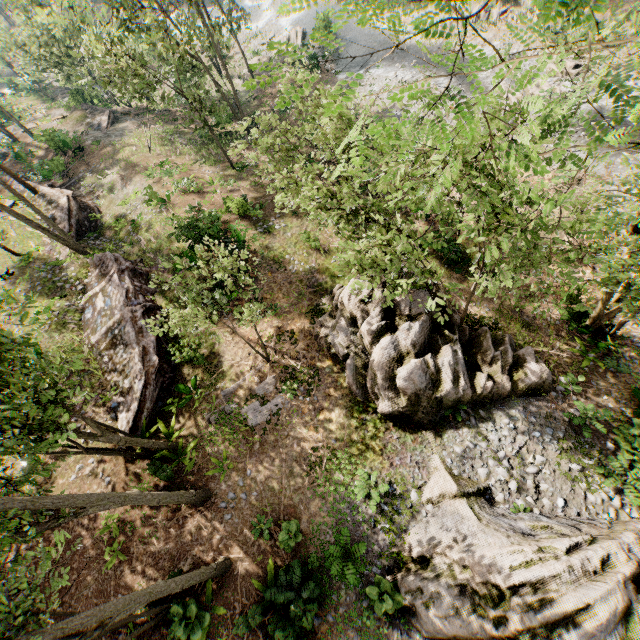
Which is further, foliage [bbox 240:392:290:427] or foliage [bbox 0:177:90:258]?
foliage [bbox 0:177:90:258]

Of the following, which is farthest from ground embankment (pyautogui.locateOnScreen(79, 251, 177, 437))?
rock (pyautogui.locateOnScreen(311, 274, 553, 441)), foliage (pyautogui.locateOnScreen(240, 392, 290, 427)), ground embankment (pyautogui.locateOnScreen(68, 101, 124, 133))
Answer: ground embankment (pyautogui.locateOnScreen(68, 101, 124, 133))

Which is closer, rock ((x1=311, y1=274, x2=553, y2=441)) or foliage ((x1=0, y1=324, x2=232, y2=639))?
foliage ((x1=0, y1=324, x2=232, y2=639))

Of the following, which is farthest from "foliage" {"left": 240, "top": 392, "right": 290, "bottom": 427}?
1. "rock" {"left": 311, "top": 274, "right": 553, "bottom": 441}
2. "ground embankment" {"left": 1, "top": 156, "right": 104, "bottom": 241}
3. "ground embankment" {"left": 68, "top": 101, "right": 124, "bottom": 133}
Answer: "ground embankment" {"left": 68, "top": 101, "right": 124, "bottom": 133}

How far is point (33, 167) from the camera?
27.0 meters

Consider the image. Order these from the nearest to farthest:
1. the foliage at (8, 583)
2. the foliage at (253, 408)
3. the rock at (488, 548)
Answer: the foliage at (8, 583), the rock at (488, 548), the foliage at (253, 408)

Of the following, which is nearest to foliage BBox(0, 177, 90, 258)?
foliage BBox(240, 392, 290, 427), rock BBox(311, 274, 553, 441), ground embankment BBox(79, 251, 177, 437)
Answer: ground embankment BBox(79, 251, 177, 437)

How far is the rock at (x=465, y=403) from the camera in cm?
1238
